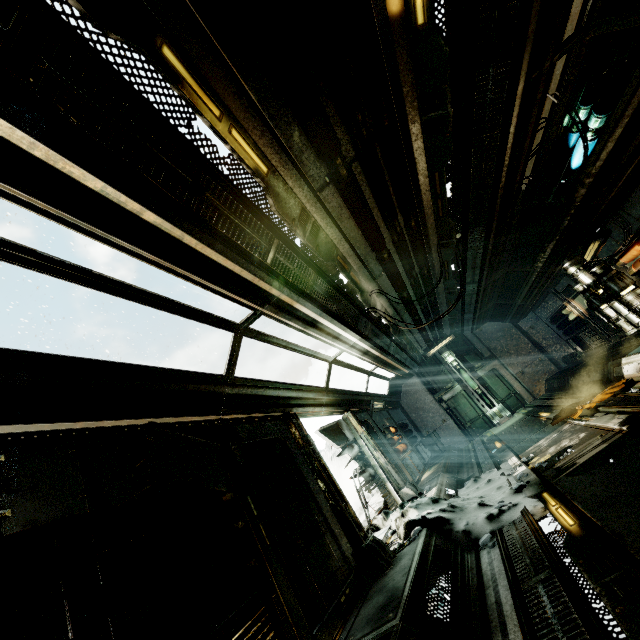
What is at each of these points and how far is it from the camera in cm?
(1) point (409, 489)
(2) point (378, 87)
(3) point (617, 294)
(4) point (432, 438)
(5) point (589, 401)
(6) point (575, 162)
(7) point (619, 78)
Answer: (1) wall detail, 807
(2) pipe, 352
(3) generator, 671
(4) crate, 1489
(5) cloth, 755
(6) pipe, 610
(7) pipe, 450

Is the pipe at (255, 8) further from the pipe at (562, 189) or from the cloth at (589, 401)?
the cloth at (589, 401)

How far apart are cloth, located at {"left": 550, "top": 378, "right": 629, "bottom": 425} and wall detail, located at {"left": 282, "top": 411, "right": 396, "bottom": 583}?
5.2m

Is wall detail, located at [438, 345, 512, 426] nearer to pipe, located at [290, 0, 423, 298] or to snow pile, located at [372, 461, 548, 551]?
pipe, located at [290, 0, 423, 298]

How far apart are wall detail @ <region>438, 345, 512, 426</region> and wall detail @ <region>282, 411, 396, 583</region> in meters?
11.7

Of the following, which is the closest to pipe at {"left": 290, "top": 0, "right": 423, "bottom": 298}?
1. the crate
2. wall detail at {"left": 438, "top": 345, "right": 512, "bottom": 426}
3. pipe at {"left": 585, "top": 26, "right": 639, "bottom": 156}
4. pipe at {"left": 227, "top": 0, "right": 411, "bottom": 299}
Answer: pipe at {"left": 227, "top": 0, "right": 411, "bottom": 299}

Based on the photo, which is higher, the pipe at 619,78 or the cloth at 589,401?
the pipe at 619,78

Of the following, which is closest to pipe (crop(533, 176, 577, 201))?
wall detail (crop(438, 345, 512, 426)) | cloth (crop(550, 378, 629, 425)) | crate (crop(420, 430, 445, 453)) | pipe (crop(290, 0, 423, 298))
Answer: pipe (crop(290, 0, 423, 298))
